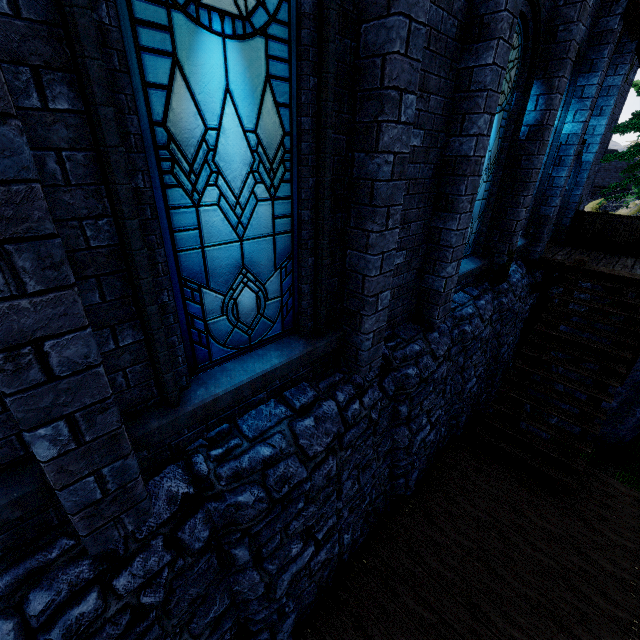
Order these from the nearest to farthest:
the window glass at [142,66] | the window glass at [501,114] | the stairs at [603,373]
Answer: the window glass at [142,66], the window glass at [501,114], the stairs at [603,373]

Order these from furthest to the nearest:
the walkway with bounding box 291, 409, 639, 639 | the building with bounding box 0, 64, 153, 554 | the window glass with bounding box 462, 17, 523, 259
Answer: the window glass with bounding box 462, 17, 523, 259 < the walkway with bounding box 291, 409, 639, 639 < the building with bounding box 0, 64, 153, 554

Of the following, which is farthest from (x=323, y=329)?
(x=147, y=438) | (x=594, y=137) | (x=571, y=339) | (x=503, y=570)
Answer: (x=594, y=137)

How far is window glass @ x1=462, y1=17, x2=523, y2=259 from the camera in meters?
5.1

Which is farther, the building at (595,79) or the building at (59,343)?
the building at (595,79)

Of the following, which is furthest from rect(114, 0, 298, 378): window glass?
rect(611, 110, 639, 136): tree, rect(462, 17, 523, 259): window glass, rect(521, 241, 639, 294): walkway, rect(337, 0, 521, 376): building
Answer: rect(611, 110, 639, 136): tree

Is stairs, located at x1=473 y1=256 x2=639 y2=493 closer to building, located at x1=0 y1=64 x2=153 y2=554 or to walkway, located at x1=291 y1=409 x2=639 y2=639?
walkway, located at x1=291 y1=409 x2=639 y2=639

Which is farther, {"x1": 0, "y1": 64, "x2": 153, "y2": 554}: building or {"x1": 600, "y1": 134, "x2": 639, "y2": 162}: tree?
{"x1": 600, "y1": 134, "x2": 639, "y2": 162}: tree
